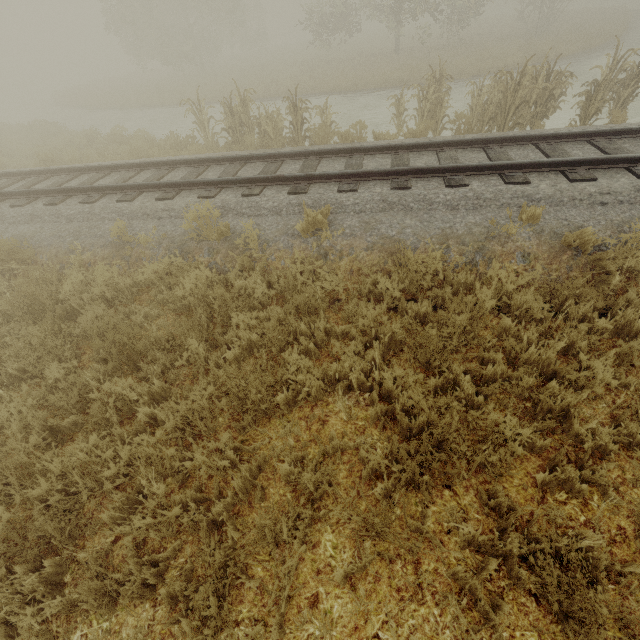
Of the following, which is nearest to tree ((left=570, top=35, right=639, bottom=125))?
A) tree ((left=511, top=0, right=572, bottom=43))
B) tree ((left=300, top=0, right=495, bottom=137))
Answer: tree ((left=300, top=0, right=495, bottom=137))

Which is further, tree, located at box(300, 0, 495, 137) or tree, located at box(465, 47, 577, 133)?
tree, located at box(300, 0, 495, 137)

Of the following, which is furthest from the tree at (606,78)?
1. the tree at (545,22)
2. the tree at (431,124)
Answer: the tree at (545,22)

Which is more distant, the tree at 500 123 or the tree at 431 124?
the tree at 431 124

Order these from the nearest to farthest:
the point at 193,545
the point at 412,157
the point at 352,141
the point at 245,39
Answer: the point at 193,545, the point at 412,157, the point at 352,141, the point at 245,39

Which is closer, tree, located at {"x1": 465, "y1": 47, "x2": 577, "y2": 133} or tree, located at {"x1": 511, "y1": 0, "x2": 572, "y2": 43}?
tree, located at {"x1": 465, "y1": 47, "x2": 577, "y2": 133}

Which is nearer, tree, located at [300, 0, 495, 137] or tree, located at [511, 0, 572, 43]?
tree, located at [300, 0, 495, 137]

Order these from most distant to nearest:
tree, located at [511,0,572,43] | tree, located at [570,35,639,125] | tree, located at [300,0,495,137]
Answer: tree, located at [511,0,572,43] < tree, located at [300,0,495,137] < tree, located at [570,35,639,125]
